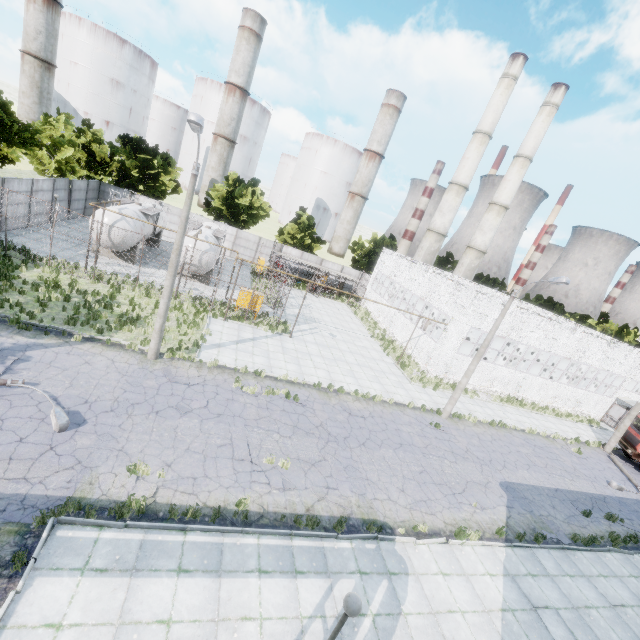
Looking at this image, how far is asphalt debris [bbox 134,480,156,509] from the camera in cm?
895

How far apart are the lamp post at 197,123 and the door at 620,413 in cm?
4177

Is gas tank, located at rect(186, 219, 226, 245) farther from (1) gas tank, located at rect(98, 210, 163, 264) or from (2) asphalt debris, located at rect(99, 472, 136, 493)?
(2) asphalt debris, located at rect(99, 472, 136, 493)

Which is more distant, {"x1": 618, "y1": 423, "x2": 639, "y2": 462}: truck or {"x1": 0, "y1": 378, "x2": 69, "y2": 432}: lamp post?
{"x1": 618, "y1": 423, "x2": 639, "y2": 462}: truck

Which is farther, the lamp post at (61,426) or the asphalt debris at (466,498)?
the asphalt debris at (466,498)

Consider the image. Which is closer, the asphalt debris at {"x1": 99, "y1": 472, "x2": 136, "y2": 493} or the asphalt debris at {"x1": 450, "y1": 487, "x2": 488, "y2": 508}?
the asphalt debris at {"x1": 99, "y1": 472, "x2": 136, "y2": 493}

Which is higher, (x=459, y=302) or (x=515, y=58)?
(x=515, y=58)

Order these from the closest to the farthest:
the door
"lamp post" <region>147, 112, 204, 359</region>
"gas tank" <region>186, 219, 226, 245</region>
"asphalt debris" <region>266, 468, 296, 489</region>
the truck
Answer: "lamp post" <region>147, 112, 204, 359</region> → "asphalt debris" <region>266, 468, 296, 489</region> → the truck → "gas tank" <region>186, 219, 226, 245</region> → the door
